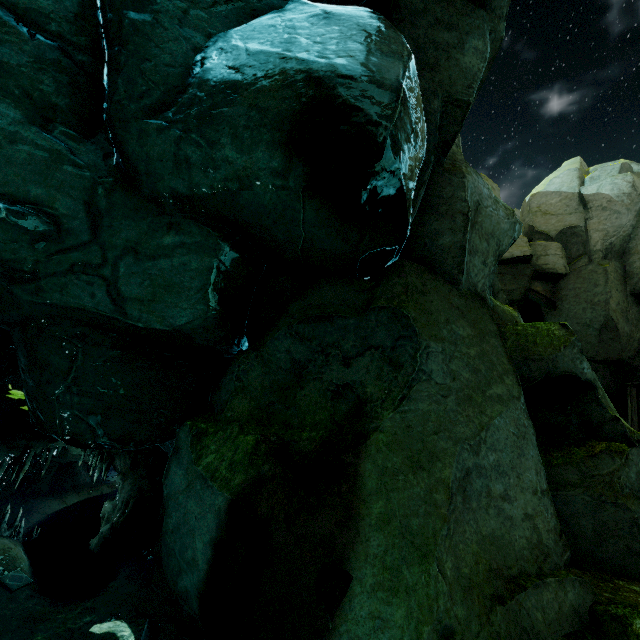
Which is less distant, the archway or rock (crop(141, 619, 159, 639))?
rock (crop(141, 619, 159, 639))

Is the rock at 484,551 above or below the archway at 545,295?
below

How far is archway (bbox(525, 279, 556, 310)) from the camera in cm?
2178

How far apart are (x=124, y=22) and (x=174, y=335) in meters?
4.3 m

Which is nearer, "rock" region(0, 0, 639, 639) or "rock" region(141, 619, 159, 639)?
"rock" region(0, 0, 639, 639)

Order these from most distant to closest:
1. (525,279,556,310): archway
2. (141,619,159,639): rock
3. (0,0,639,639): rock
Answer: (525,279,556,310): archway → (141,619,159,639): rock → (0,0,639,639): rock
